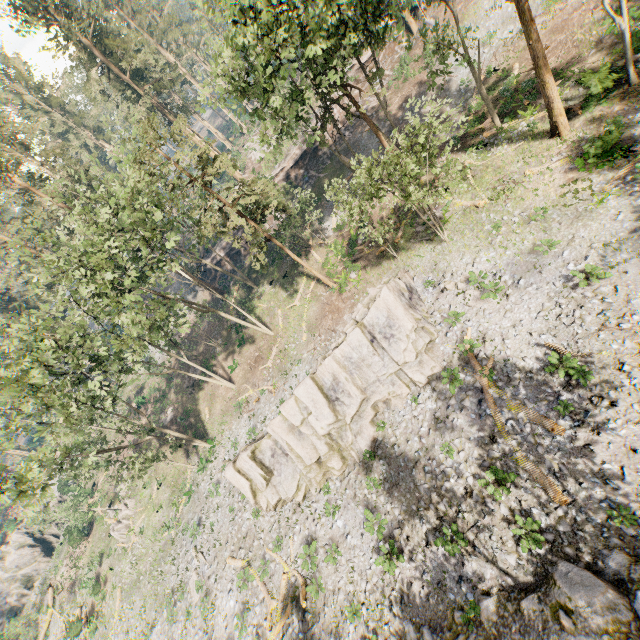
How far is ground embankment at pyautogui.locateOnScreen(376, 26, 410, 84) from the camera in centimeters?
3524cm

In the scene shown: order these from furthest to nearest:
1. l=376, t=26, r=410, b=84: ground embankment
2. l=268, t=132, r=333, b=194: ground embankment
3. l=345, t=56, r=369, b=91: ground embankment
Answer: l=268, t=132, r=333, b=194: ground embankment, l=345, t=56, r=369, b=91: ground embankment, l=376, t=26, r=410, b=84: ground embankment

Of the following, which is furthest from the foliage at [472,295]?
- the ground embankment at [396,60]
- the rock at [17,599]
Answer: the rock at [17,599]

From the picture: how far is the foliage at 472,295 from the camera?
18.1 meters

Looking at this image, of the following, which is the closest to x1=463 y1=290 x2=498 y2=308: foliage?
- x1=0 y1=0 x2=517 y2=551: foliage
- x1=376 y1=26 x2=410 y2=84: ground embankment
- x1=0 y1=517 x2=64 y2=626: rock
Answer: x1=0 y1=0 x2=517 y2=551: foliage

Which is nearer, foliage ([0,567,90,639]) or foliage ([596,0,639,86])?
foliage ([596,0,639,86])

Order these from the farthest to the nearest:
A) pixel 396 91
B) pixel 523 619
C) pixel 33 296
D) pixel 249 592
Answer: pixel 33 296, pixel 396 91, pixel 249 592, pixel 523 619
